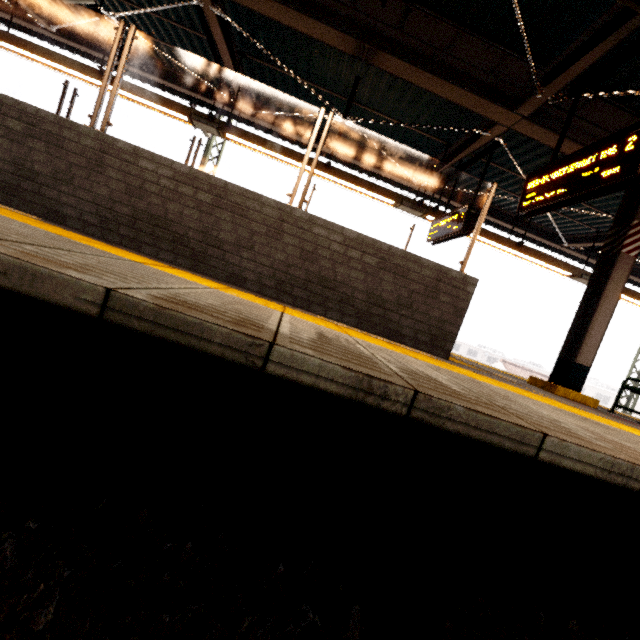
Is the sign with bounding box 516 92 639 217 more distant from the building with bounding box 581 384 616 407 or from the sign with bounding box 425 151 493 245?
the building with bounding box 581 384 616 407

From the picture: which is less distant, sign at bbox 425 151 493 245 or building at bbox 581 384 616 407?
sign at bbox 425 151 493 245

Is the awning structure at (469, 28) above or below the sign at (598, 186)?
above

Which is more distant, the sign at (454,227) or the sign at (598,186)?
the sign at (454,227)

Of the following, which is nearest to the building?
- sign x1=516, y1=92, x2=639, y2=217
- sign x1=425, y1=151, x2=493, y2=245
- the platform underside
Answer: the platform underside

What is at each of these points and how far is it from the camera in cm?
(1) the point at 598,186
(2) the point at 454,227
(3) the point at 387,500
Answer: (1) sign, 316
(2) sign, 596
(3) platform underside, 181

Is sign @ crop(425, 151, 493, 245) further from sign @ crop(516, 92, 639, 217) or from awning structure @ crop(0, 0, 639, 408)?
sign @ crop(516, 92, 639, 217)

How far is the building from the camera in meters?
47.6
